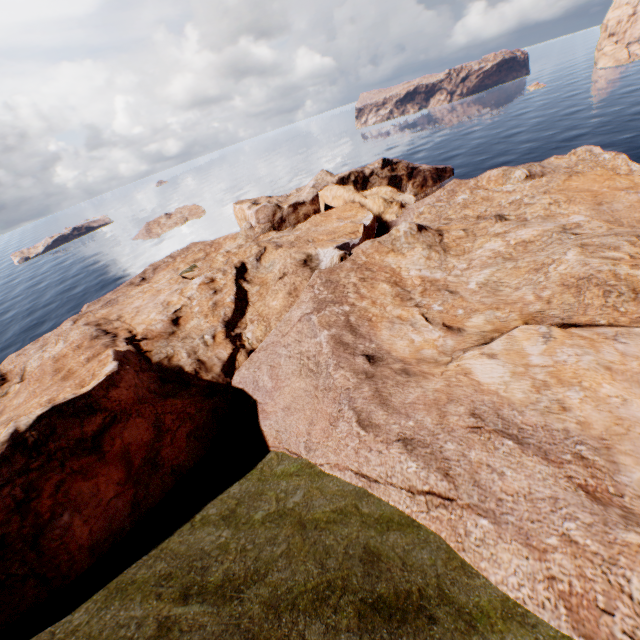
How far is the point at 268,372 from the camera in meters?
26.0 m
